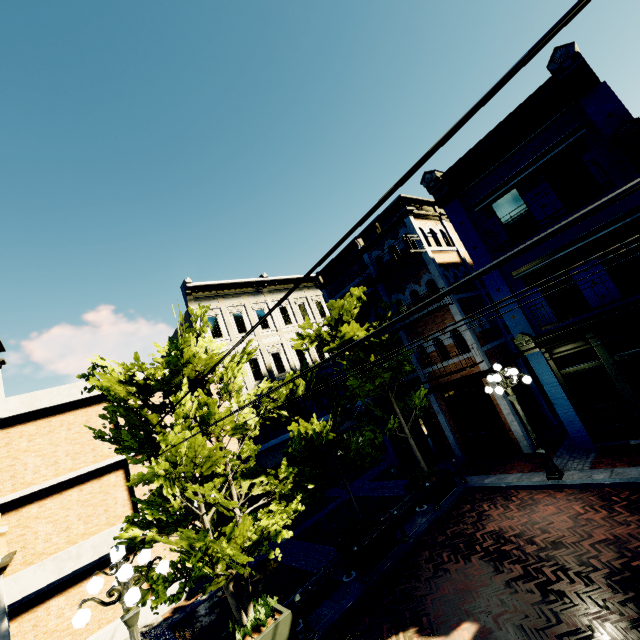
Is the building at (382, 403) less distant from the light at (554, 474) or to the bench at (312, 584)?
the light at (554, 474)

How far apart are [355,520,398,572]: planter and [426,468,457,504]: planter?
2.3 meters

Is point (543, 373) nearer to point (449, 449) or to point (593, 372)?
point (593, 372)

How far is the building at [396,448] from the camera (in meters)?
17.17

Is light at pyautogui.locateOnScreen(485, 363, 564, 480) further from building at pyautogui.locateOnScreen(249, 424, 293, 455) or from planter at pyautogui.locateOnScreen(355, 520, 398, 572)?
planter at pyautogui.locateOnScreen(355, 520, 398, 572)

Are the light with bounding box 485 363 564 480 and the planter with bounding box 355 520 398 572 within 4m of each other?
no

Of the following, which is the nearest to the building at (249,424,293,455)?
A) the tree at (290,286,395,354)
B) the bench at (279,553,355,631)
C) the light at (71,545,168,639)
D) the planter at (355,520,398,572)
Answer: the tree at (290,286,395,354)

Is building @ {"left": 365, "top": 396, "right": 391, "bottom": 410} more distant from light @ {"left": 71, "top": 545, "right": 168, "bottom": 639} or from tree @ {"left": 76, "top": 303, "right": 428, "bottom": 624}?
light @ {"left": 71, "top": 545, "right": 168, "bottom": 639}
